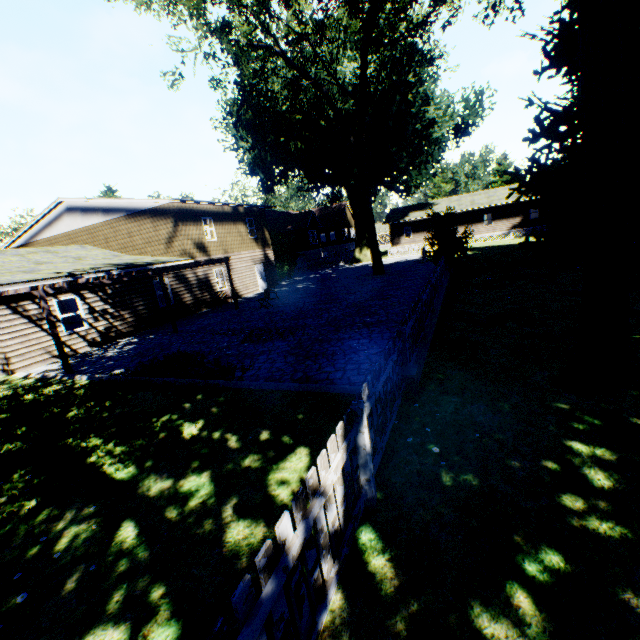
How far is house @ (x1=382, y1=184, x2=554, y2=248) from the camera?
39.3m

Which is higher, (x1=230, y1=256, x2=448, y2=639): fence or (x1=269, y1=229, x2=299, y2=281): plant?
(x1=269, y1=229, x2=299, y2=281): plant

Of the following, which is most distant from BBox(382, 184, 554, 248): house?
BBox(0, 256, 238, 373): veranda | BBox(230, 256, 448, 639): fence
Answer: BBox(0, 256, 238, 373): veranda

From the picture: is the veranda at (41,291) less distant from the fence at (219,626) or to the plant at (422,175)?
the fence at (219,626)

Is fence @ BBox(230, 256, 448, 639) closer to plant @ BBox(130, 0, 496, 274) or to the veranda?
plant @ BBox(130, 0, 496, 274)

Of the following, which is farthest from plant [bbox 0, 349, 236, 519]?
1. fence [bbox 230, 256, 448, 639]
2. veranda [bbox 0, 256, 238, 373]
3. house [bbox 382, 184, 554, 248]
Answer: veranda [bbox 0, 256, 238, 373]

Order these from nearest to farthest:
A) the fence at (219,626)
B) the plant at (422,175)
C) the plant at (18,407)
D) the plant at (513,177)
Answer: the fence at (219,626) → the plant at (513,177) → the plant at (18,407) → the plant at (422,175)

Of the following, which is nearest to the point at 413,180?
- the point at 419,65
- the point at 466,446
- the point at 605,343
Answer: the point at 419,65
